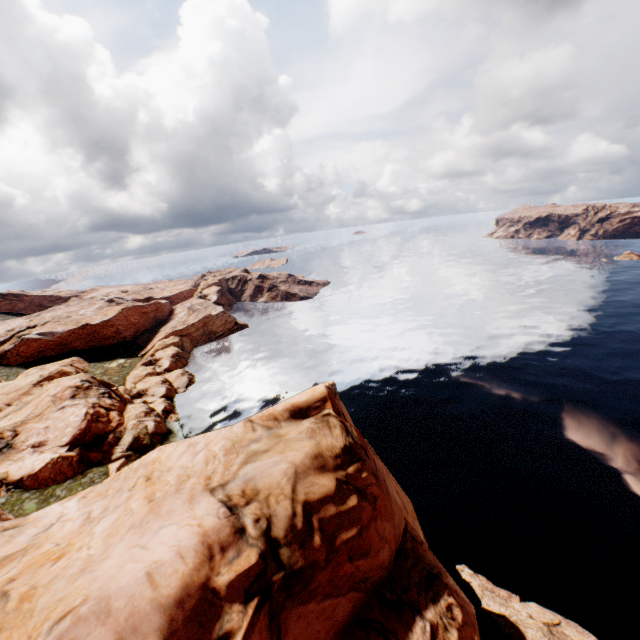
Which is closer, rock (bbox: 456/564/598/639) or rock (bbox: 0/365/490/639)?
rock (bbox: 0/365/490/639)

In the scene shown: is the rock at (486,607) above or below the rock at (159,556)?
below

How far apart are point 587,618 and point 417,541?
19.2 meters

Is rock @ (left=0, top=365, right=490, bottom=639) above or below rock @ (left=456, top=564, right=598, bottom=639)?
above

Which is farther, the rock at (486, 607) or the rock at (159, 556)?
the rock at (486, 607)
